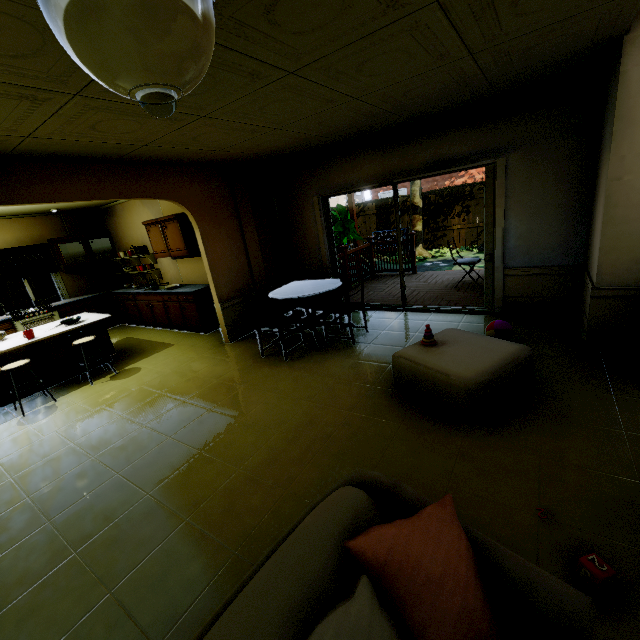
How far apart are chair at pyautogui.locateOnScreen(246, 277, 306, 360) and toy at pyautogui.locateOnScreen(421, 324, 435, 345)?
1.8m

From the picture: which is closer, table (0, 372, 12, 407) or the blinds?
table (0, 372, 12, 407)

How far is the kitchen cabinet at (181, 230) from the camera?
5.8 meters

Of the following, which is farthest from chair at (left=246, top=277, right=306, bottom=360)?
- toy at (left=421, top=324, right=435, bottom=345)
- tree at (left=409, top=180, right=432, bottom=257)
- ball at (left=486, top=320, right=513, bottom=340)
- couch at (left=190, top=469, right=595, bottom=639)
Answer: tree at (left=409, top=180, right=432, bottom=257)

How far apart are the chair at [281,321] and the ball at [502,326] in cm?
243

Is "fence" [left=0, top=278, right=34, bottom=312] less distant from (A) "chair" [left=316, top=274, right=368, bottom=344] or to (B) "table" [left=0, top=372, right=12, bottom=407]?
(B) "table" [left=0, top=372, right=12, bottom=407]

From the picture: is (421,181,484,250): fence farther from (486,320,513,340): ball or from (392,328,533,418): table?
(486,320,513,340): ball

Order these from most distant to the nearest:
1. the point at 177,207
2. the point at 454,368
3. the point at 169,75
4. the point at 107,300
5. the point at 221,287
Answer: the point at 107,300 → the point at 177,207 → the point at 221,287 → the point at 454,368 → the point at 169,75
